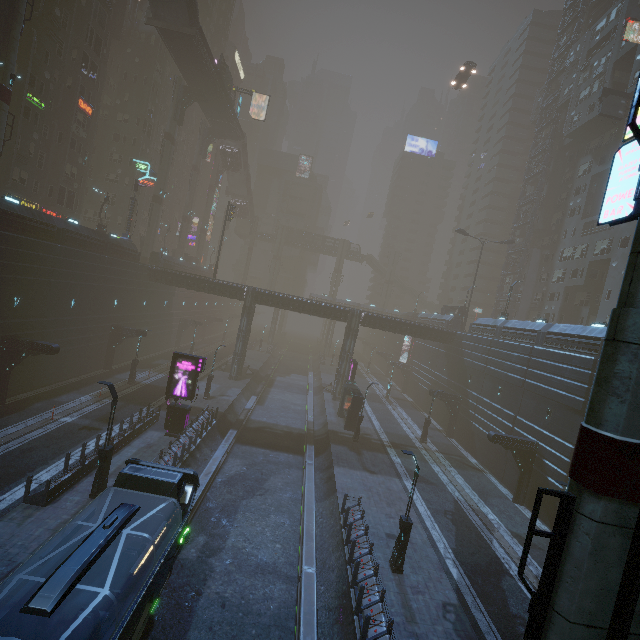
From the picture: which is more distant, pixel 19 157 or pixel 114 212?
pixel 114 212

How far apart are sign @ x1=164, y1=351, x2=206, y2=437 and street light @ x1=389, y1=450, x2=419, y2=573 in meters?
14.8

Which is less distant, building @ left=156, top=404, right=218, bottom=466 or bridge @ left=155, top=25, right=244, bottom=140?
building @ left=156, top=404, right=218, bottom=466

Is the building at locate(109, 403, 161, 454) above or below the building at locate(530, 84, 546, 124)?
below

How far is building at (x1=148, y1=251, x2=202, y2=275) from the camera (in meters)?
43.81

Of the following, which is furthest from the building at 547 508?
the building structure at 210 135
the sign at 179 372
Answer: the building structure at 210 135

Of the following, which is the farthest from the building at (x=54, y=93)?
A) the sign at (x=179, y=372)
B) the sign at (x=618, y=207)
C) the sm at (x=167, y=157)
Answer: the sm at (x=167, y=157)
